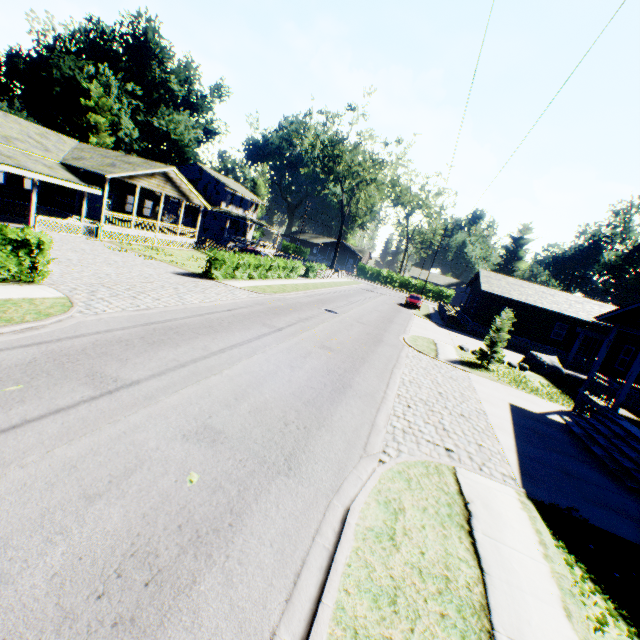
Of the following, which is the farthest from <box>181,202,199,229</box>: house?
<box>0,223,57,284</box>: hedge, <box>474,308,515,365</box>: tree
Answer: <box>474,308,515,365</box>: tree

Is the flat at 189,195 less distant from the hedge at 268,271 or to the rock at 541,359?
the hedge at 268,271

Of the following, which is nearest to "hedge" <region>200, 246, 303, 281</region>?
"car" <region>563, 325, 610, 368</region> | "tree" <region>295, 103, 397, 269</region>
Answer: "tree" <region>295, 103, 397, 269</region>

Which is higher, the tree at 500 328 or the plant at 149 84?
the plant at 149 84

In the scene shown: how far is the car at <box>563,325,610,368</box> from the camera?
23.99m

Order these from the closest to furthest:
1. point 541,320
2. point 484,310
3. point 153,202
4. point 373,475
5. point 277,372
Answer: → point 373,475, point 277,372, point 541,320, point 153,202, point 484,310

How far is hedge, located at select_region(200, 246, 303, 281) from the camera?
20.45m

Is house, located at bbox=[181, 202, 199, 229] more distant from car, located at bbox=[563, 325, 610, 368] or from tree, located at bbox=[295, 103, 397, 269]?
car, located at bbox=[563, 325, 610, 368]
